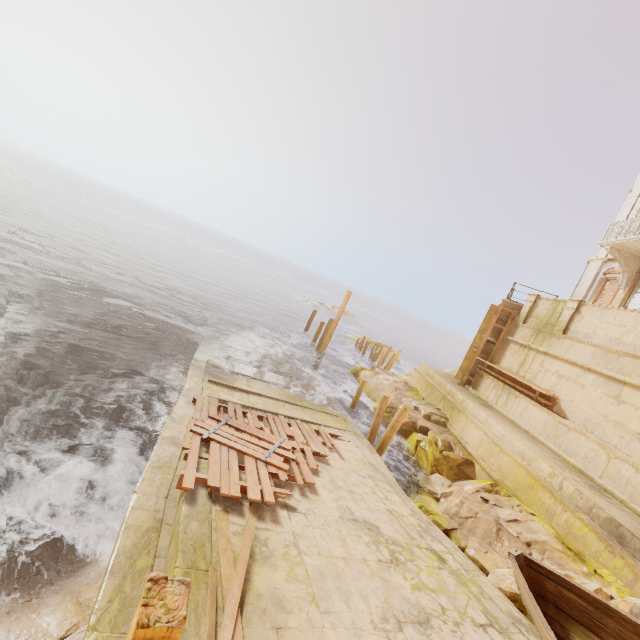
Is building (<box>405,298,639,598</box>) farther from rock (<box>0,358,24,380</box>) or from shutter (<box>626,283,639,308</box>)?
rock (<box>0,358,24,380</box>)

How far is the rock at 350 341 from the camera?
34.1 meters

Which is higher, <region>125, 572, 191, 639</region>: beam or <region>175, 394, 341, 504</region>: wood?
<region>125, 572, 191, 639</region>: beam

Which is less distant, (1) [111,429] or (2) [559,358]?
(1) [111,429]

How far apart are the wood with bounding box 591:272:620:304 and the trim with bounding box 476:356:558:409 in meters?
7.1 m

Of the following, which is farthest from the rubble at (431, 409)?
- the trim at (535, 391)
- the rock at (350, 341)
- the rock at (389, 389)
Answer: the rock at (350, 341)

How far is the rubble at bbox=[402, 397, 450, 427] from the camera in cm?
1454

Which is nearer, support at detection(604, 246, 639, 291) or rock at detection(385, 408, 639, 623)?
rock at detection(385, 408, 639, 623)
